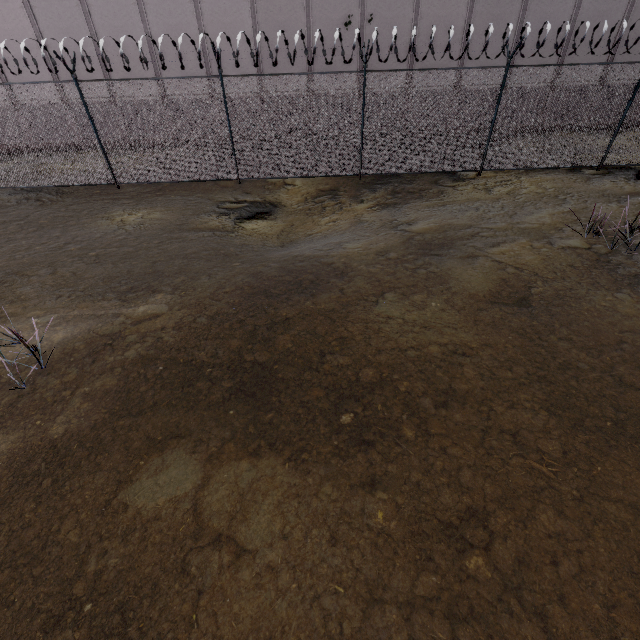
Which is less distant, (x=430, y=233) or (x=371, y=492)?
(x=371, y=492)
